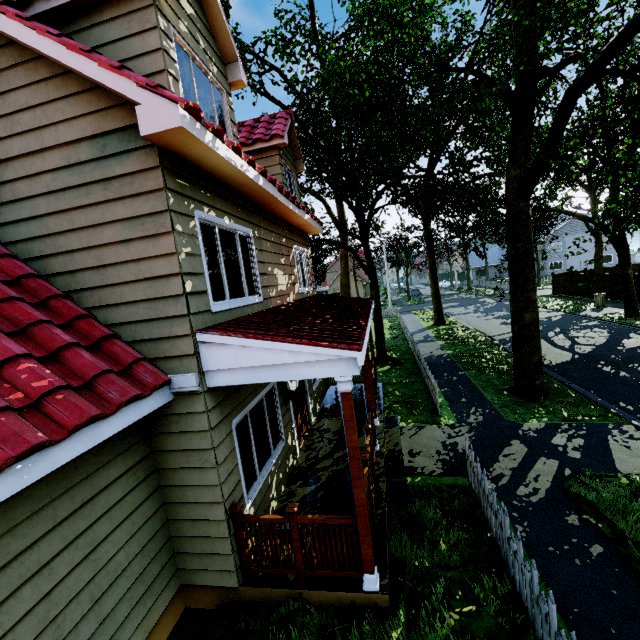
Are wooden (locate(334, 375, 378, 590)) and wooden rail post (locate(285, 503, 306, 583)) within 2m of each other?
yes

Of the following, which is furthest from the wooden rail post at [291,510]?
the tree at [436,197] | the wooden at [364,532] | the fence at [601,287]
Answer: the tree at [436,197]

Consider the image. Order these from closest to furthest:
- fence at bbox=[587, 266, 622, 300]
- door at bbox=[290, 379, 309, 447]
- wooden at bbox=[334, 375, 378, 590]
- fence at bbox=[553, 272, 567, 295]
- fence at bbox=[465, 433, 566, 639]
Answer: fence at bbox=[465, 433, 566, 639]
wooden at bbox=[334, 375, 378, 590]
door at bbox=[290, 379, 309, 447]
fence at bbox=[587, 266, 622, 300]
fence at bbox=[553, 272, 567, 295]

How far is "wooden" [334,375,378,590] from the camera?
3.77m

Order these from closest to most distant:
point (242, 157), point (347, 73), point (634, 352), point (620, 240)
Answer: point (242, 157)
point (347, 73)
point (634, 352)
point (620, 240)

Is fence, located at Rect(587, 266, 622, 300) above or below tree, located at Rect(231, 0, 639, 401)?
below

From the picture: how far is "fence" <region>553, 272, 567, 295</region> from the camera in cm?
3077

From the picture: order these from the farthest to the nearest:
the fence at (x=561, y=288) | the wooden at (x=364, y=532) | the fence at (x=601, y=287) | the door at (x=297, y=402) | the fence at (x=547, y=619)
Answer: the fence at (x=561, y=288)
the fence at (x=601, y=287)
the door at (x=297, y=402)
the wooden at (x=364, y=532)
the fence at (x=547, y=619)
